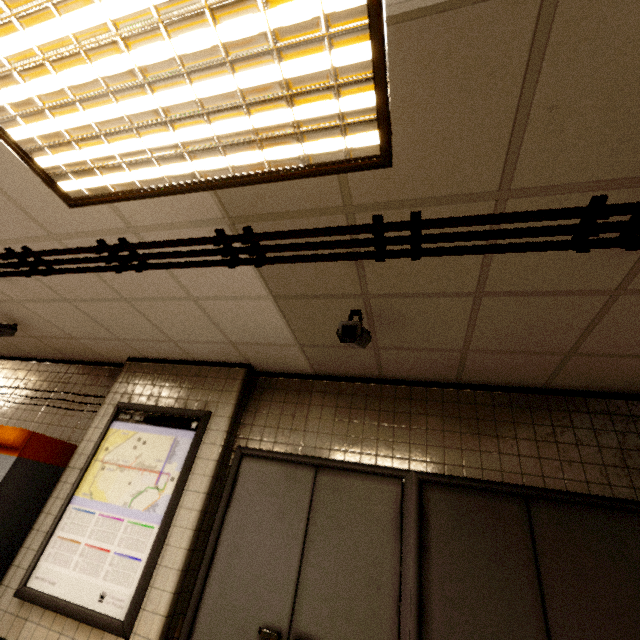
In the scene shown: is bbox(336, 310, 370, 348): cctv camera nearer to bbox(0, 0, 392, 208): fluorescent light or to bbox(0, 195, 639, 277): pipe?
bbox(0, 195, 639, 277): pipe

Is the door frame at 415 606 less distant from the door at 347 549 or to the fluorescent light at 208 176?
the door at 347 549

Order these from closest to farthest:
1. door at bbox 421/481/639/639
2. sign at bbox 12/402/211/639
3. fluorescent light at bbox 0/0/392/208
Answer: fluorescent light at bbox 0/0/392/208 < door at bbox 421/481/639/639 < sign at bbox 12/402/211/639

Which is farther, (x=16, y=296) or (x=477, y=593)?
(x=16, y=296)

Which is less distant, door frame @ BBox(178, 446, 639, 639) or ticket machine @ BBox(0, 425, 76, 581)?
door frame @ BBox(178, 446, 639, 639)

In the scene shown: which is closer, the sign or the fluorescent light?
the fluorescent light

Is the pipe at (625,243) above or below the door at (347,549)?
above

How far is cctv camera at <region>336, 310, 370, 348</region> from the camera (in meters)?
2.25
